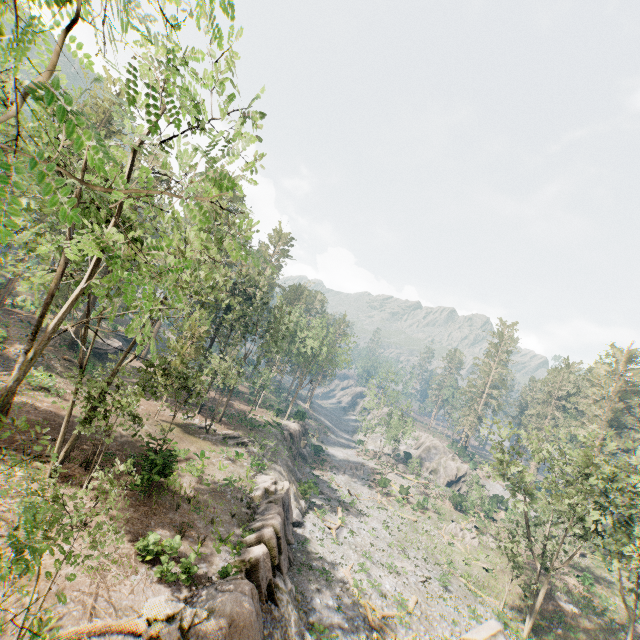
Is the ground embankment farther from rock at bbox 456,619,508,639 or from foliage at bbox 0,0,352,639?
rock at bbox 456,619,508,639

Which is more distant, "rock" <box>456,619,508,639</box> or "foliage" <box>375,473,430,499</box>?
"foliage" <box>375,473,430,499</box>

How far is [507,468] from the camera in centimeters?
3055cm

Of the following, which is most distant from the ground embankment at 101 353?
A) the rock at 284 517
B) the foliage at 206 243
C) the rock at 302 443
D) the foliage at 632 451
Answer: the foliage at 632 451

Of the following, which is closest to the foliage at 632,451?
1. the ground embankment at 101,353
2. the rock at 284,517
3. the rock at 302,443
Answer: the rock at 284,517

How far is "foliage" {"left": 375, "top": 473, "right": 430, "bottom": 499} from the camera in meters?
50.7 m

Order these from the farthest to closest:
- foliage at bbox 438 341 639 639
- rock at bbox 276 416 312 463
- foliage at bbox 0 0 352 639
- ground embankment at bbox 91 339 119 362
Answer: rock at bbox 276 416 312 463
ground embankment at bbox 91 339 119 362
foliage at bbox 438 341 639 639
foliage at bbox 0 0 352 639

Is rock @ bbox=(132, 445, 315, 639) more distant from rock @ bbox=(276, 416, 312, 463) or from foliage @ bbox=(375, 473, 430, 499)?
rock @ bbox=(276, 416, 312, 463)
